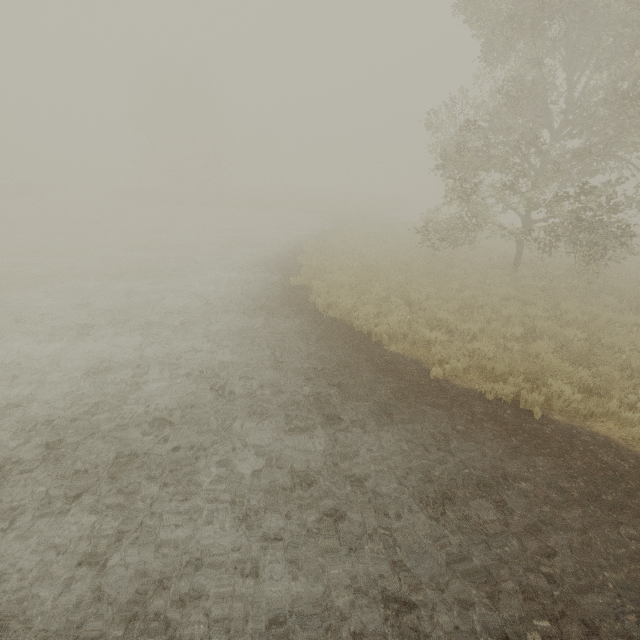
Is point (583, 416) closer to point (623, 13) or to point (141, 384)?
point (141, 384)
